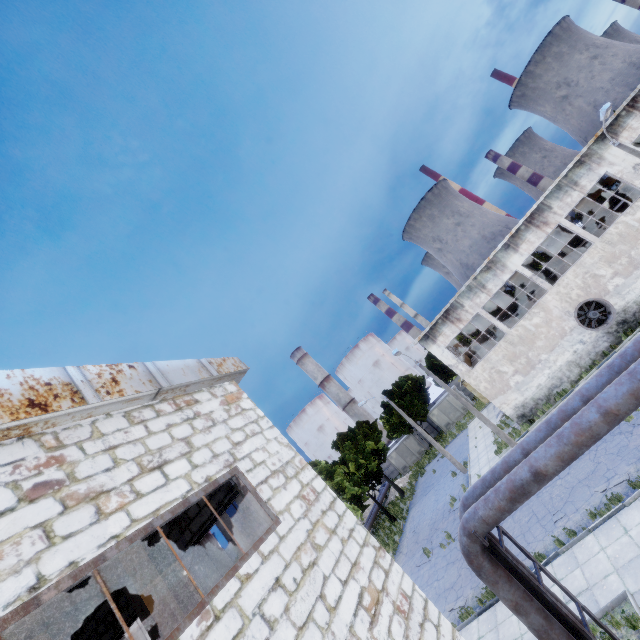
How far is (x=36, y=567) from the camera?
2.8m

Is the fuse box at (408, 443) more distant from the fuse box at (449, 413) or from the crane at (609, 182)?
the crane at (609, 182)

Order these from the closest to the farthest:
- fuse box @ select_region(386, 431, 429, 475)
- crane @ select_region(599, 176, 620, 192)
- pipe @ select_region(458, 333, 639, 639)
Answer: pipe @ select_region(458, 333, 639, 639) < crane @ select_region(599, 176, 620, 192) < fuse box @ select_region(386, 431, 429, 475)

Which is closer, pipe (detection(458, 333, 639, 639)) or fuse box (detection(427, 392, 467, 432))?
pipe (detection(458, 333, 639, 639))

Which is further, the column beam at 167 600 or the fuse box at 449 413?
the fuse box at 449 413

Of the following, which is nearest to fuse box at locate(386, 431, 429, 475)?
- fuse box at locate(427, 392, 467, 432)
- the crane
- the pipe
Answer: fuse box at locate(427, 392, 467, 432)

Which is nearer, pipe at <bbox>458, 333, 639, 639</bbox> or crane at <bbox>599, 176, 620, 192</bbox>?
pipe at <bbox>458, 333, 639, 639</bbox>

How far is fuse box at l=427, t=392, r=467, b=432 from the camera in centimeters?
4306cm
